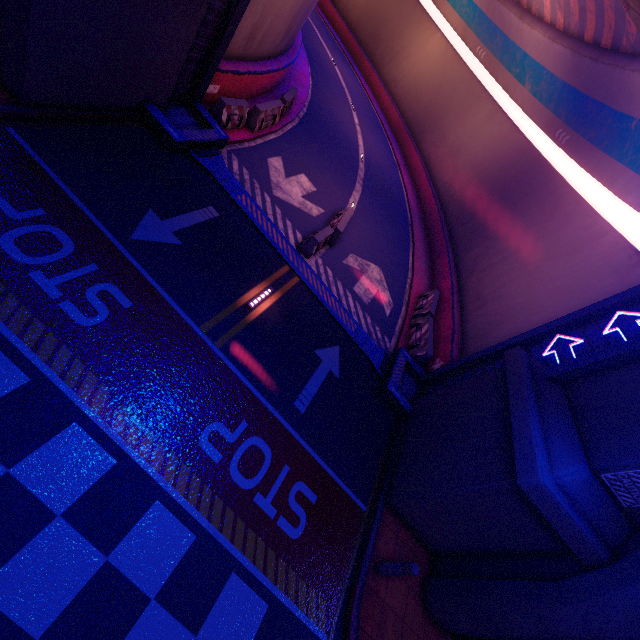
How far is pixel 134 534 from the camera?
4.9m

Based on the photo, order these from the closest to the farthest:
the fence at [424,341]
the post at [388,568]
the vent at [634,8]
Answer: the post at [388,568], the vent at [634,8], the fence at [424,341]

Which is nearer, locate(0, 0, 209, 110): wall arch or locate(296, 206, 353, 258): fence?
locate(0, 0, 209, 110): wall arch

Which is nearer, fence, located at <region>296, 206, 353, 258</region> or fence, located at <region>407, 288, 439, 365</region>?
fence, located at <region>296, 206, 353, 258</region>

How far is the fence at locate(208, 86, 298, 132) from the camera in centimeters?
1102cm

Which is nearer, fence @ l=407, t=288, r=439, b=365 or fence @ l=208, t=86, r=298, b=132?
fence @ l=208, t=86, r=298, b=132

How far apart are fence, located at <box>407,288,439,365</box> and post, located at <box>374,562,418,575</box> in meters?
7.0

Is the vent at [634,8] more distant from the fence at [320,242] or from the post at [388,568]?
the post at [388,568]
